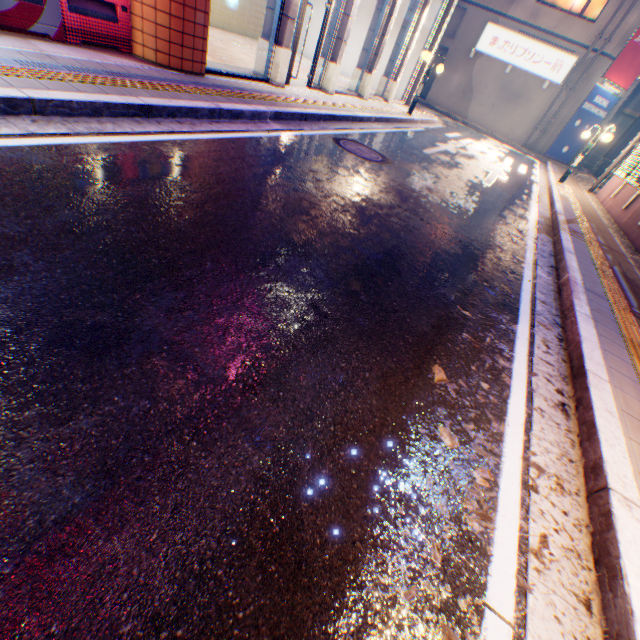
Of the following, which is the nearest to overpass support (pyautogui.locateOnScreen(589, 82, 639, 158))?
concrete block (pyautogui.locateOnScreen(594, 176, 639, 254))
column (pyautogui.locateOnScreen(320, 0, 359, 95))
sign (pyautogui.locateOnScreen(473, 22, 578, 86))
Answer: concrete block (pyautogui.locateOnScreen(594, 176, 639, 254))

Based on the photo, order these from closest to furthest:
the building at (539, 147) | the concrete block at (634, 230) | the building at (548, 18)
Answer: the concrete block at (634, 230), the building at (539, 147), the building at (548, 18)

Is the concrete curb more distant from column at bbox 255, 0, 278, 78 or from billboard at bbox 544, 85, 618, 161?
column at bbox 255, 0, 278, 78

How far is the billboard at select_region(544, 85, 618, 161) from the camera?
21.00m

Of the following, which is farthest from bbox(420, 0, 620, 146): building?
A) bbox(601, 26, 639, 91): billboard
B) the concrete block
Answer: the concrete block

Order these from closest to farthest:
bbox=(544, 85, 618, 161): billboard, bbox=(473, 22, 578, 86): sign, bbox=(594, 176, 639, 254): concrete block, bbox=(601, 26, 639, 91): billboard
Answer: bbox=(594, 176, 639, 254): concrete block < bbox=(601, 26, 639, 91): billboard < bbox=(473, 22, 578, 86): sign < bbox=(544, 85, 618, 161): billboard

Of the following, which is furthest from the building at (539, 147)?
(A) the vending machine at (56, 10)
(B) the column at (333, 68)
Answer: (A) the vending machine at (56, 10)

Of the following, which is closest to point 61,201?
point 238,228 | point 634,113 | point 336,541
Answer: point 238,228
